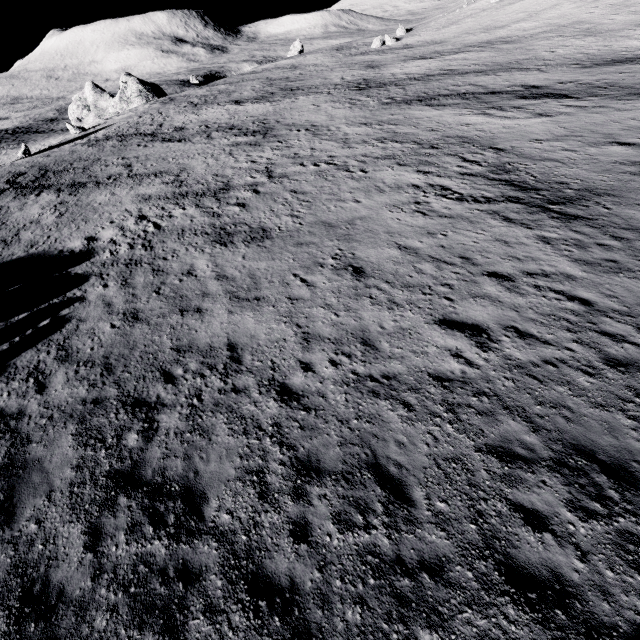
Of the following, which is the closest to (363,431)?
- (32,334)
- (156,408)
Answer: (156,408)
